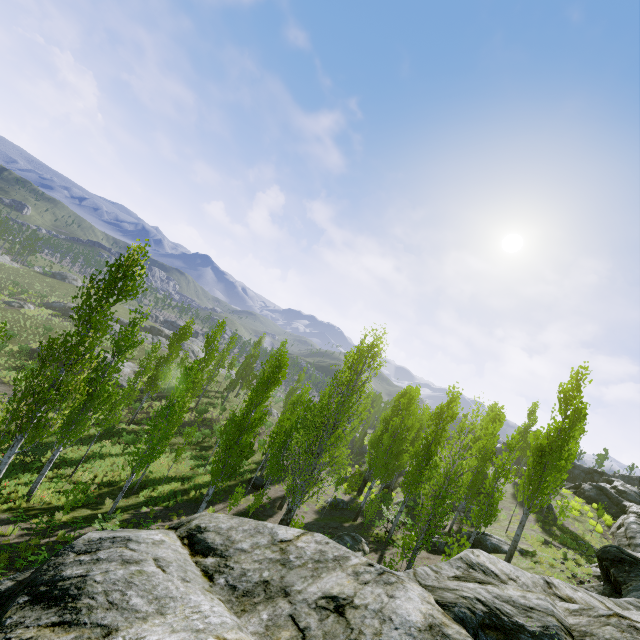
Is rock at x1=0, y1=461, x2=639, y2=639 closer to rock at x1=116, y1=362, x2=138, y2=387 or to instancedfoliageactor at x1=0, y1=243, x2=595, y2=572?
instancedfoliageactor at x1=0, y1=243, x2=595, y2=572

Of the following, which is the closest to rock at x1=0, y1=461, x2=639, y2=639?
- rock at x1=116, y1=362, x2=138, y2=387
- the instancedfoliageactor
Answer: the instancedfoliageactor

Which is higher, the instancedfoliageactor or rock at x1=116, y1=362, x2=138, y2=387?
the instancedfoliageactor

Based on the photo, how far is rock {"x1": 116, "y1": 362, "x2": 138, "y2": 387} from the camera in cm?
3766

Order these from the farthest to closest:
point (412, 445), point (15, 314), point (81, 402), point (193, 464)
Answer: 1. point (15, 314)
2. point (412, 445)
3. point (193, 464)
4. point (81, 402)

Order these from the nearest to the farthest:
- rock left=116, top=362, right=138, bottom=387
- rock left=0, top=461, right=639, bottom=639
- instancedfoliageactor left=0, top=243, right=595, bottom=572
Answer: rock left=0, top=461, right=639, bottom=639, instancedfoliageactor left=0, top=243, right=595, bottom=572, rock left=116, top=362, right=138, bottom=387

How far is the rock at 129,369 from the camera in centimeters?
3766cm

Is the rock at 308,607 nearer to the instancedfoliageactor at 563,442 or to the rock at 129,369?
the instancedfoliageactor at 563,442
